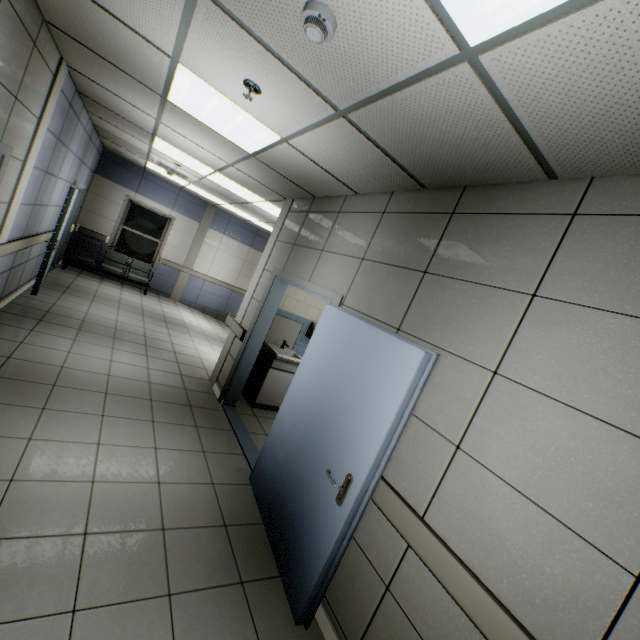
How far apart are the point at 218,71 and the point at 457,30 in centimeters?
179cm

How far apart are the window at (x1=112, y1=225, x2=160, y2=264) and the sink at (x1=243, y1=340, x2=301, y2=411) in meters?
6.5 m

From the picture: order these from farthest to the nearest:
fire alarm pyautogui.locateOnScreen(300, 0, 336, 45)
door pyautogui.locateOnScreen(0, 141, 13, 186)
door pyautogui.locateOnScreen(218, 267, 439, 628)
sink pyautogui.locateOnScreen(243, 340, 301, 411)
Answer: sink pyautogui.locateOnScreen(243, 340, 301, 411) → door pyautogui.locateOnScreen(0, 141, 13, 186) → door pyautogui.locateOnScreen(218, 267, 439, 628) → fire alarm pyautogui.locateOnScreen(300, 0, 336, 45)

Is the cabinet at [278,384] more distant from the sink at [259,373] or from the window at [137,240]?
the window at [137,240]

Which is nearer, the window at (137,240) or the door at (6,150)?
the door at (6,150)

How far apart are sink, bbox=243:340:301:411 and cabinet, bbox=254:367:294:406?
0.0 meters

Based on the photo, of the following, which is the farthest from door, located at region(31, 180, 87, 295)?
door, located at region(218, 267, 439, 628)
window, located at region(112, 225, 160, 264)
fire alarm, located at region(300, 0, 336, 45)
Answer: fire alarm, located at region(300, 0, 336, 45)

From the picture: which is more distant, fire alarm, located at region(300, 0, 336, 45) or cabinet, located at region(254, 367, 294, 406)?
cabinet, located at region(254, 367, 294, 406)
